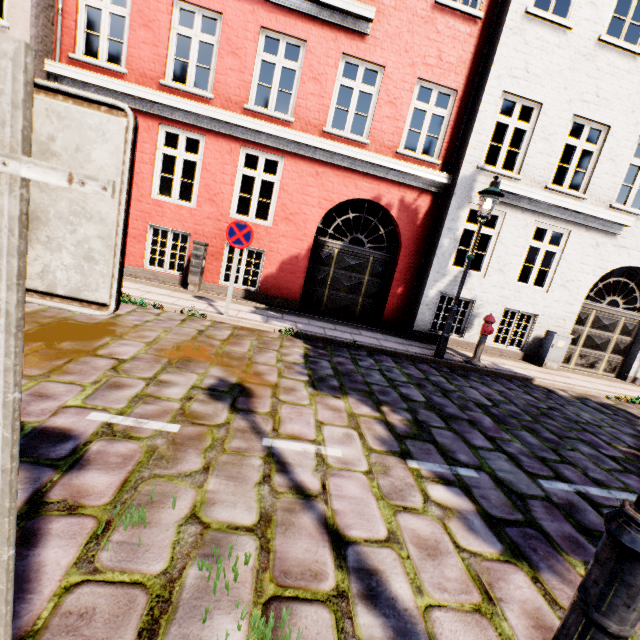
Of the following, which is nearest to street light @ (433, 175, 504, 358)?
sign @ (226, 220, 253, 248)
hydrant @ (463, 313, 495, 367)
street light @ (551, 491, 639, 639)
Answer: hydrant @ (463, 313, 495, 367)

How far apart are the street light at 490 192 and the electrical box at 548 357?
3.9m

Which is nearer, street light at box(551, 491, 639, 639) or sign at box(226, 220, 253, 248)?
street light at box(551, 491, 639, 639)

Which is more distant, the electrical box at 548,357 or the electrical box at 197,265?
the electrical box at 548,357

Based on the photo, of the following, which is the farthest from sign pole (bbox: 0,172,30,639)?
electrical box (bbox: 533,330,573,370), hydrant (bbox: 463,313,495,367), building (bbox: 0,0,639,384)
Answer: building (bbox: 0,0,639,384)

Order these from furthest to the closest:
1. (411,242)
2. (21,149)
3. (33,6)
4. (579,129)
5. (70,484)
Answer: (579,129) < (411,242) < (33,6) < (70,484) < (21,149)

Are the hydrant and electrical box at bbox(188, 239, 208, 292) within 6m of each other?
no

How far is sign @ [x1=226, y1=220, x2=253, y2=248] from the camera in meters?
6.2 m
